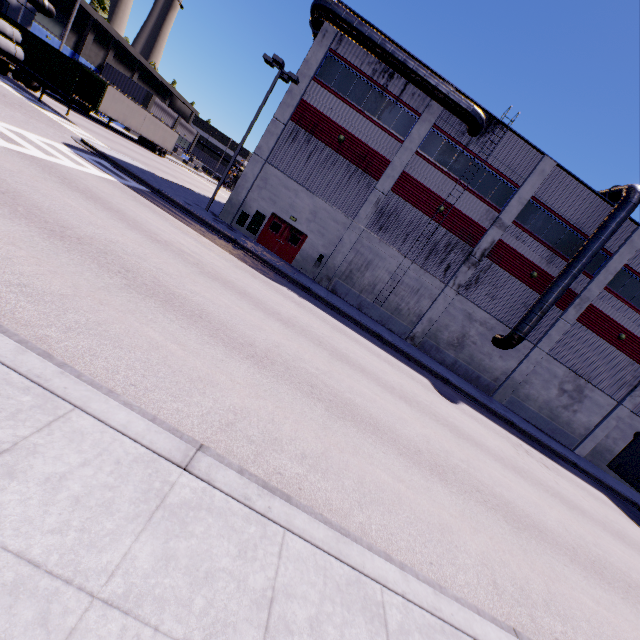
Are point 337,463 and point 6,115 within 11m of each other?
no

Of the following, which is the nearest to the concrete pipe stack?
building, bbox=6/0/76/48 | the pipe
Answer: building, bbox=6/0/76/48

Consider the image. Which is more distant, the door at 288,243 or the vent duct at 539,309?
the door at 288,243

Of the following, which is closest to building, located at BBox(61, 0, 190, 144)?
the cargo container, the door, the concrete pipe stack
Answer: the door

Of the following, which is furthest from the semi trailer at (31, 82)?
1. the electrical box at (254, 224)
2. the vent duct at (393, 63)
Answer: the electrical box at (254, 224)

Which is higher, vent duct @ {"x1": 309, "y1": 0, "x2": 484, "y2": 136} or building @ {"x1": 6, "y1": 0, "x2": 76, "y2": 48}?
vent duct @ {"x1": 309, "y1": 0, "x2": 484, "y2": 136}

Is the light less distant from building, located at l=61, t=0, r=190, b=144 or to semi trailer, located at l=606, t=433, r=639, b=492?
building, located at l=61, t=0, r=190, b=144

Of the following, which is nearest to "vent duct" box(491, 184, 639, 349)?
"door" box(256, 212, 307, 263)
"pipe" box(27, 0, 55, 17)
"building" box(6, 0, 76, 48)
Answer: "building" box(6, 0, 76, 48)
